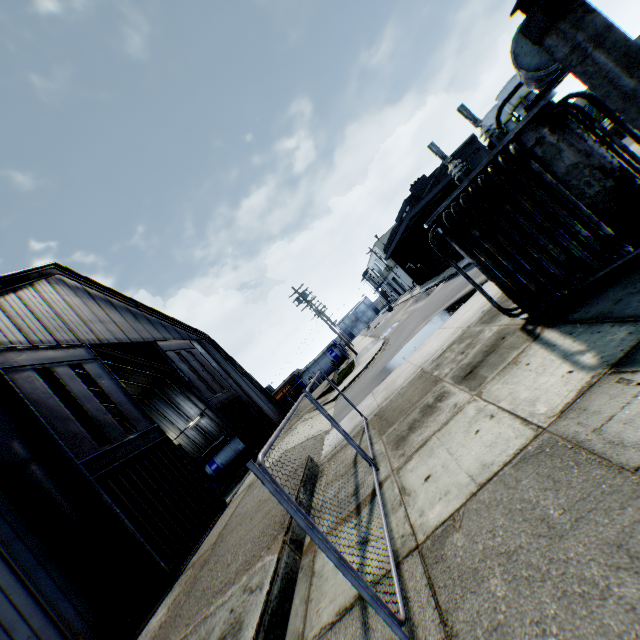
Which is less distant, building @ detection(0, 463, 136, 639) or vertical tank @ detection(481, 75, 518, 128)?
building @ detection(0, 463, 136, 639)

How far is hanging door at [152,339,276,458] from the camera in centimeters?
2125cm

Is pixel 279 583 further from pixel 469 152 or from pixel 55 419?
pixel 469 152

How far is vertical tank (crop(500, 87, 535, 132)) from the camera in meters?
47.3

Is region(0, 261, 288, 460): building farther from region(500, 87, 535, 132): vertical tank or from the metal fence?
region(500, 87, 535, 132): vertical tank

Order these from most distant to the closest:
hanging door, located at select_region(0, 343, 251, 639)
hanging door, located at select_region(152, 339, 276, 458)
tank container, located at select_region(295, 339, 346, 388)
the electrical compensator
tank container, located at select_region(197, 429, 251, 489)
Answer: tank container, located at select_region(295, 339, 346, 388) < tank container, located at select_region(197, 429, 251, 489) < hanging door, located at select_region(152, 339, 276, 458) < hanging door, located at select_region(0, 343, 251, 639) < the electrical compensator

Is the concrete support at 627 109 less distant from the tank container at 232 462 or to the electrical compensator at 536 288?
the electrical compensator at 536 288

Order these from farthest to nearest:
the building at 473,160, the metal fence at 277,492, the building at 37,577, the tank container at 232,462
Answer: the tank container at 232,462, the building at 473,160, the building at 37,577, the metal fence at 277,492
